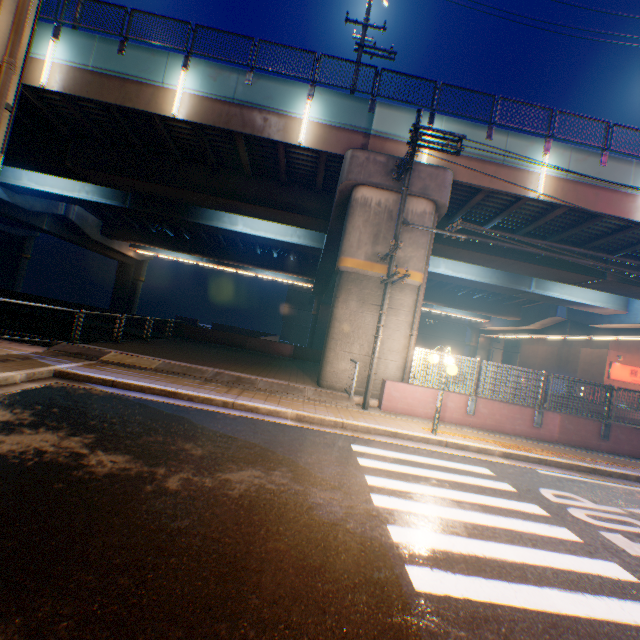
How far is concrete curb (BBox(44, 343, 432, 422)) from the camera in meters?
9.8

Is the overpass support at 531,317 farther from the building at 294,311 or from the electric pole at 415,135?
the building at 294,311

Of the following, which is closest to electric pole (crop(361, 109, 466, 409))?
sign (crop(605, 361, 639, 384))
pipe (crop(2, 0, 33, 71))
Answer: pipe (crop(2, 0, 33, 71))

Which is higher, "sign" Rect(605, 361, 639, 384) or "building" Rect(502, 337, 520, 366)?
"building" Rect(502, 337, 520, 366)

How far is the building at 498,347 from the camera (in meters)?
55.31

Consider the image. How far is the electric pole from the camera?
9.80m

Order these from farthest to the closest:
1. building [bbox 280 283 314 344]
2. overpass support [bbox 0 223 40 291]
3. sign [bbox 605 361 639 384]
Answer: building [bbox 280 283 314 344] < overpass support [bbox 0 223 40 291] < sign [bbox 605 361 639 384]

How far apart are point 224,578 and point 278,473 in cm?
223
